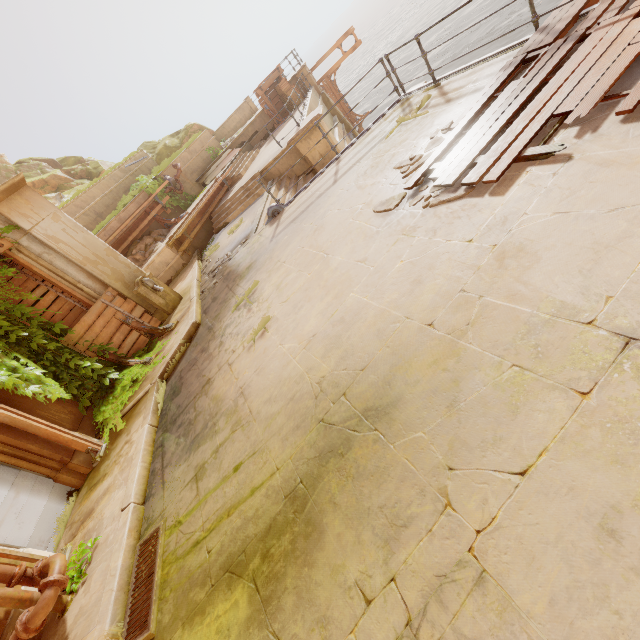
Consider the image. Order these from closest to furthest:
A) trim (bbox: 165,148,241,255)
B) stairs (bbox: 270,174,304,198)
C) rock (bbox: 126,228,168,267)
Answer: stairs (bbox: 270,174,304,198), trim (bbox: 165,148,241,255), rock (bbox: 126,228,168,267)

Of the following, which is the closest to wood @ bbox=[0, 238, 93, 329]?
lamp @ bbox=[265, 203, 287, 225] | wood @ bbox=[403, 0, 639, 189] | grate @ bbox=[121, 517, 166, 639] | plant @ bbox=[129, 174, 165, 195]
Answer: lamp @ bbox=[265, 203, 287, 225]

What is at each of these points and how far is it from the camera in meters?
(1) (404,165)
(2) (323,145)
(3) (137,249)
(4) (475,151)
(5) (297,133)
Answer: (1) rubble, 5.5 m
(2) pillar, 11.9 m
(3) rock, 13.6 m
(4) wood, 4.1 m
(5) pillar, 11.5 m

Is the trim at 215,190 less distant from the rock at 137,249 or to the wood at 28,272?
the rock at 137,249

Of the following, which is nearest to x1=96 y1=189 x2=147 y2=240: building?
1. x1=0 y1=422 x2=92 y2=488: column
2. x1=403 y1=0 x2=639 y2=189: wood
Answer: x1=403 y1=0 x2=639 y2=189: wood

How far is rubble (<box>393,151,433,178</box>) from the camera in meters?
5.1

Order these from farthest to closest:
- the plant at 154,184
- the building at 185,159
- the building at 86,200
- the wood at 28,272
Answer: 1. the building at 185,159
2. the plant at 154,184
3. the building at 86,200
4. the wood at 28,272

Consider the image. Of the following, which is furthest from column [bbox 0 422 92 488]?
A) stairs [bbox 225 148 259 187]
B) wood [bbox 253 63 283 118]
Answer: wood [bbox 253 63 283 118]
